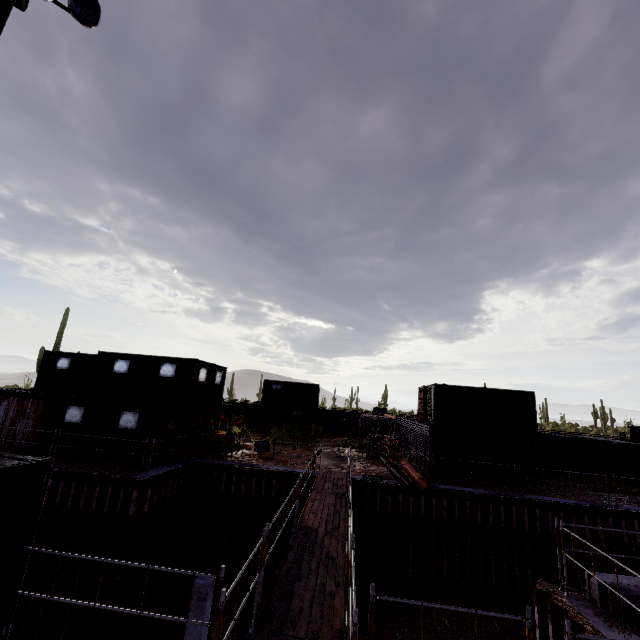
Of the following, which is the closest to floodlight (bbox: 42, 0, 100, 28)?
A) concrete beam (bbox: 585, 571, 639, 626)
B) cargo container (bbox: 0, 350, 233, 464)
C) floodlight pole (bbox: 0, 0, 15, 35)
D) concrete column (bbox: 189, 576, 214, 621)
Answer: floodlight pole (bbox: 0, 0, 15, 35)

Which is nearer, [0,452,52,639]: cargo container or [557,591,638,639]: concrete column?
[0,452,52,639]: cargo container

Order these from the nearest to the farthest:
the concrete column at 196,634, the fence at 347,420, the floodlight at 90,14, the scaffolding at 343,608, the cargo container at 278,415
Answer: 1. the scaffolding at 343,608
2. the floodlight at 90,14
3. the concrete column at 196,634
4. the cargo container at 278,415
5. the fence at 347,420

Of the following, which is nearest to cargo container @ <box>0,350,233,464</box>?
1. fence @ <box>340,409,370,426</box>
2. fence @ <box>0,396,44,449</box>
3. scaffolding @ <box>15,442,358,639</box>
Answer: fence @ <box>0,396,44,449</box>

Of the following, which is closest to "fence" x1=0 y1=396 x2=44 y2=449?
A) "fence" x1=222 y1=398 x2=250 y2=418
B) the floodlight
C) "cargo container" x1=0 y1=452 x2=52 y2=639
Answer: "cargo container" x1=0 y1=452 x2=52 y2=639

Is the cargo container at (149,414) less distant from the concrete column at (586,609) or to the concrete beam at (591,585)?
the concrete column at (586,609)

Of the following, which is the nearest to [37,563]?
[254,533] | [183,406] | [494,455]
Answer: [183,406]

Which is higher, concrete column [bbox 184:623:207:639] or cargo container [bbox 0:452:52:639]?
cargo container [bbox 0:452:52:639]
